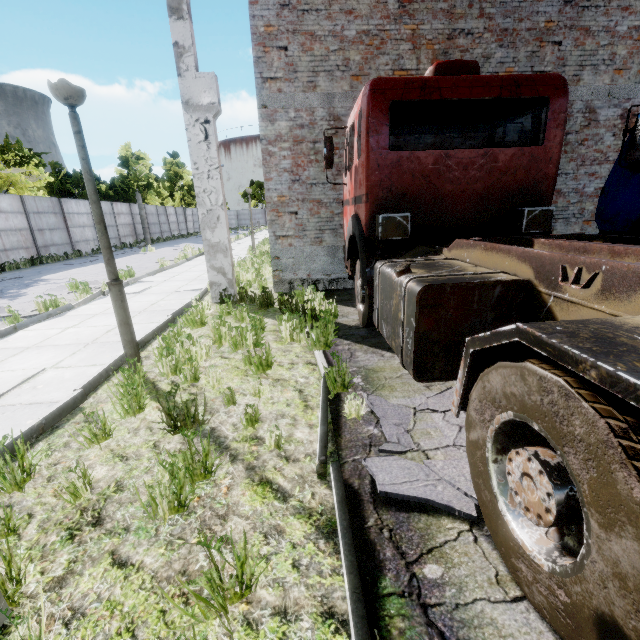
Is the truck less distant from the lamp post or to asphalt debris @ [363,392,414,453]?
asphalt debris @ [363,392,414,453]

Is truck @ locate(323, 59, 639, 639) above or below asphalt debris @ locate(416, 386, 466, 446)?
above

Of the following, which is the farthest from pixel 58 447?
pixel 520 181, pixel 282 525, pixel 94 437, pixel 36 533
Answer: pixel 520 181

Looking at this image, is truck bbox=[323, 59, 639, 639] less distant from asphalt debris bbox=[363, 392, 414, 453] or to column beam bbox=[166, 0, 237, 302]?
asphalt debris bbox=[363, 392, 414, 453]

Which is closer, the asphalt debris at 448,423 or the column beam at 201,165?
the asphalt debris at 448,423

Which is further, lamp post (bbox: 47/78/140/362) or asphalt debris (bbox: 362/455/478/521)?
lamp post (bbox: 47/78/140/362)

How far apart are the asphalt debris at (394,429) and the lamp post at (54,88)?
2.96m

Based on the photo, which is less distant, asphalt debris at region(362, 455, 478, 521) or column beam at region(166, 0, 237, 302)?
asphalt debris at region(362, 455, 478, 521)
